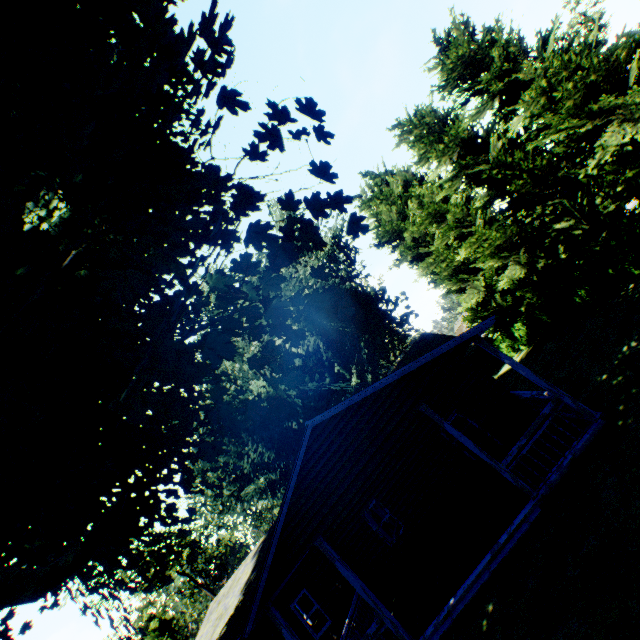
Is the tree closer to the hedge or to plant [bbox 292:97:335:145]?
plant [bbox 292:97:335:145]

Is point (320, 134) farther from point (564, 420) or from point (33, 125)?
point (564, 420)

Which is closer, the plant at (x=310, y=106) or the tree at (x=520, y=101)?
the plant at (x=310, y=106)

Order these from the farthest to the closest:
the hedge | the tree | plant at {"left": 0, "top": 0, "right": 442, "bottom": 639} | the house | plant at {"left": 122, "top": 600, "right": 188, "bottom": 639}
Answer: the hedge, the tree, the house, plant at {"left": 122, "top": 600, "right": 188, "bottom": 639}, plant at {"left": 0, "top": 0, "right": 442, "bottom": 639}

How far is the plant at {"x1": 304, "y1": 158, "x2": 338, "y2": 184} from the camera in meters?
5.0

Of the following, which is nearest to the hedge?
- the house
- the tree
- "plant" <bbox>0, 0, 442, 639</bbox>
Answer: "plant" <bbox>0, 0, 442, 639</bbox>

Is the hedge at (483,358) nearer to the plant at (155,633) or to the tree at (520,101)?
the plant at (155,633)
